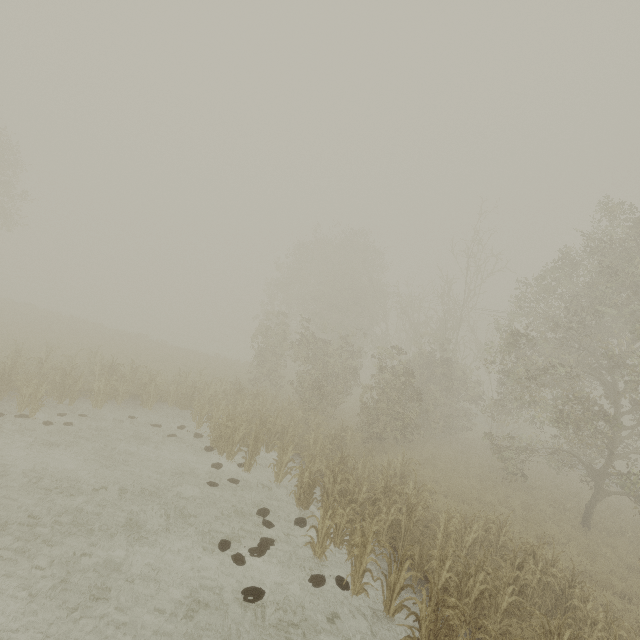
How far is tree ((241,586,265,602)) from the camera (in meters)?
6.88

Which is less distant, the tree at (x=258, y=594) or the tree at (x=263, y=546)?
the tree at (x=258, y=594)

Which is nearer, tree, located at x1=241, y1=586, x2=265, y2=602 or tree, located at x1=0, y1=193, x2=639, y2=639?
tree, located at x1=241, y1=586, x2=265, y2=602

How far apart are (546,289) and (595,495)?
9.54m

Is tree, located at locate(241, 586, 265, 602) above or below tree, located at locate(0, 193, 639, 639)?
below

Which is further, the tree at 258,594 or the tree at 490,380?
the tree at 490,380

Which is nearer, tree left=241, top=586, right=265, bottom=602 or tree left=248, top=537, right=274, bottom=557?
tree left=241, top=586, right=265, bottom=602

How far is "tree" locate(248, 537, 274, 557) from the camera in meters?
8.2
